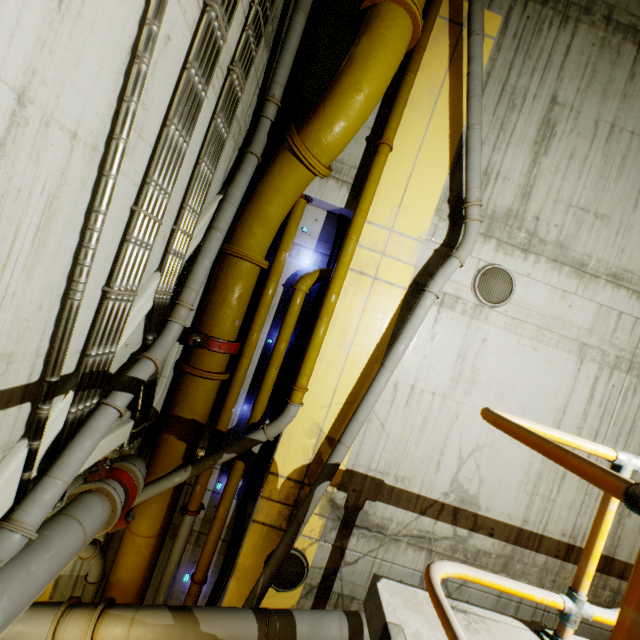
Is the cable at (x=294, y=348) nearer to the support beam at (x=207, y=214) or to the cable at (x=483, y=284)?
the support beam at (x=207, y=214)

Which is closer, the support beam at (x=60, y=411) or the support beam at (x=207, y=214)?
the support beam at (x=60, y=411)

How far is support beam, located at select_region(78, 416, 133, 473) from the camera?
3.9 meters

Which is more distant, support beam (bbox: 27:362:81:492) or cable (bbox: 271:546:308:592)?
cable (bbox: 271:546:308:592)

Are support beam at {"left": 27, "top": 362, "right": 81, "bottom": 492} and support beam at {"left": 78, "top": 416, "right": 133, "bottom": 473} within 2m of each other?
yes

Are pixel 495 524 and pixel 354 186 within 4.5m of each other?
no

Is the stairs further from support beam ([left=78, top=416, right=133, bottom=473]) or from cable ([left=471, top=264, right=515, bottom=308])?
cable ([left=471, top=264, right=515, bottom=308])

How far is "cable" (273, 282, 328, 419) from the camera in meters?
6.3 m
